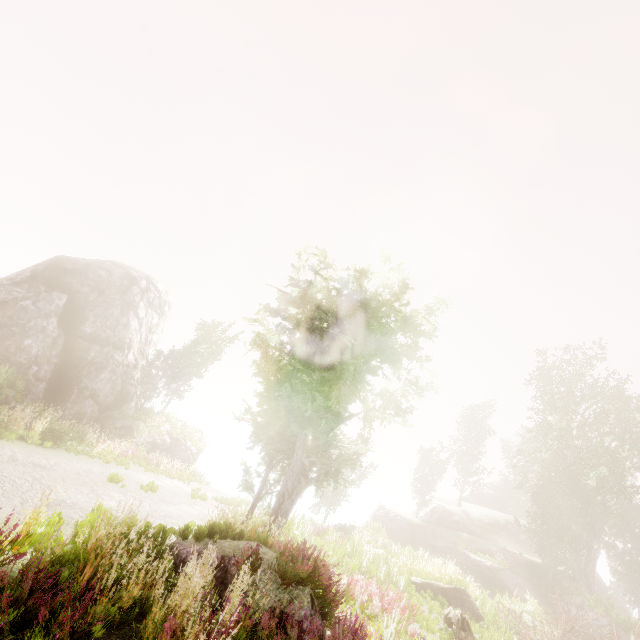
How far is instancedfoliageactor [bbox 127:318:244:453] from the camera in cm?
2488

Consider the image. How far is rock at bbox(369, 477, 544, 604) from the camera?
22.8 meters

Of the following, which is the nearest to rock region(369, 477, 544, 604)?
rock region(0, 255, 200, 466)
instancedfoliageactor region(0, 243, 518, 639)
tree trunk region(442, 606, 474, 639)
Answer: instancedfoliageactor region(0, 243, 518, 639)

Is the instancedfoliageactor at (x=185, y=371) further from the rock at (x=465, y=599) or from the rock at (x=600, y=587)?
the rock at (x=465, y=599)

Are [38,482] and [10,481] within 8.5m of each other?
yes

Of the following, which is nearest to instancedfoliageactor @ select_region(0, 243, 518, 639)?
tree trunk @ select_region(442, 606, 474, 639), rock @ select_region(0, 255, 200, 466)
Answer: rock @ select_region(0, 255, 200, 466)

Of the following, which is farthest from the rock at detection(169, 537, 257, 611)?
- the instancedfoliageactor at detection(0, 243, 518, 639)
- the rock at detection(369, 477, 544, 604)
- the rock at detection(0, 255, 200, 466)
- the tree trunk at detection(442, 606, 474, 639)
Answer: the rock at detection(369, 477, 544, 604)

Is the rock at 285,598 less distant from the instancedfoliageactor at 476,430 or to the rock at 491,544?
the instancedfoliageactor at 476,430
